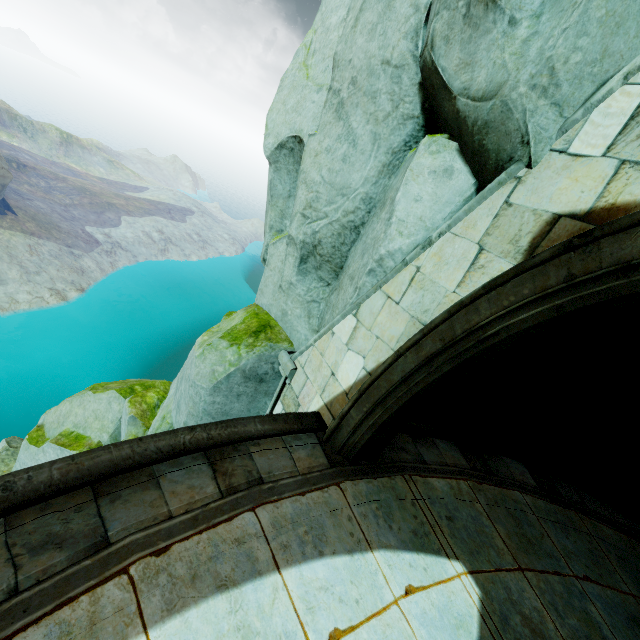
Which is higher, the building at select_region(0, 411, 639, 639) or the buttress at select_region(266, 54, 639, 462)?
the buttress at select_region(266, 54, 639, 462)

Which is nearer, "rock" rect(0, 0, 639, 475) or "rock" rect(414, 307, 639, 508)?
"rock" rect(0, 0, 639, 475)

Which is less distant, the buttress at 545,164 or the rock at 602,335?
the buttress at 545,164

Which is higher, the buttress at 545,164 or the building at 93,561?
the buttress at 545,164

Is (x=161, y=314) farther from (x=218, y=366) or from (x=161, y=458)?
(x=161, y=458)

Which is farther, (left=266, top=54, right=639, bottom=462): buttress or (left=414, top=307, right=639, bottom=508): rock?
(left=414, top=307, right=639, bottom=508): rock

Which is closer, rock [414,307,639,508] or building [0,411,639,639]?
building [0,411,639,639]
